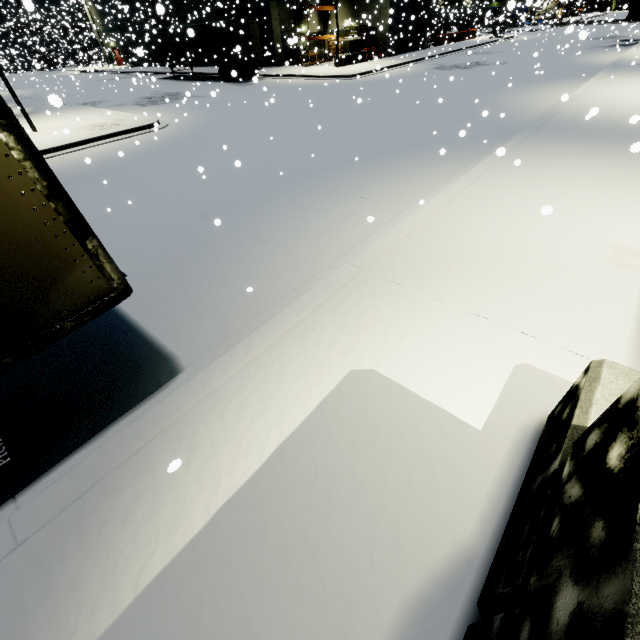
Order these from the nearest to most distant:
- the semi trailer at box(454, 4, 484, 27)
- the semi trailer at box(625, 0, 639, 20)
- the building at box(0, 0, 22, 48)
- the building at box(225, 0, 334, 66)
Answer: the semi trailer at box(625, 0, 639, 20)
the building at box(225, 0, 334, 66)
the semi trailer at box(454, 4, 484, 27)
the building at box(0, 0, 22, 48)

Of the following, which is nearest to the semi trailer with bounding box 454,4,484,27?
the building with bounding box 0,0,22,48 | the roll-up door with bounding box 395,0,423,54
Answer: the building with bounding box 0,0,22,48

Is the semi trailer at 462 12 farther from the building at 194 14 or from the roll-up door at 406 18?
the roll-up door at 406 18

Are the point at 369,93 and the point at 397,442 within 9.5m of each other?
no

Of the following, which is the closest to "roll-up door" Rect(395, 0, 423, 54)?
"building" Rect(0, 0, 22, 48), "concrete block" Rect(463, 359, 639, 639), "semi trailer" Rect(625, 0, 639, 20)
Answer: "building" Rect(0, 0, 22, 48)

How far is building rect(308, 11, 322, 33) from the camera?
33.5m
